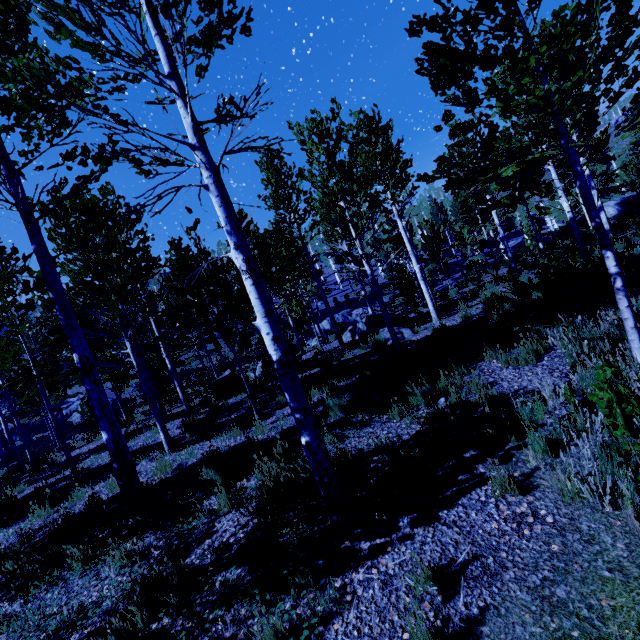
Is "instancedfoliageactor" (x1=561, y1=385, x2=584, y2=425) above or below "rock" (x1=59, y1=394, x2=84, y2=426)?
below

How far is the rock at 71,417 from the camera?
31.4 meters

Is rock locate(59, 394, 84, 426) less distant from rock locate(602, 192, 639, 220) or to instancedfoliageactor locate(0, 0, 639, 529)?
instancedfoliageactor locate(0, 0, 639, 529)

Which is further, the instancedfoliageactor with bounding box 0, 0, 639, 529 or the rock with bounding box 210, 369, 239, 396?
the rock with bounding box 210, 369, 239, 396

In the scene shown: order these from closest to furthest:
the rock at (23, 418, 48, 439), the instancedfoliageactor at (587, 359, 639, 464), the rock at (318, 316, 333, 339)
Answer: the instancedfoliageactor at (587, 359, 639, 464)
the rock at (318, 316, 333, 339)
the rock at (23, 418, 48, 439)

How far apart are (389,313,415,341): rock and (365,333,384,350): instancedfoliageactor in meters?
0.1 m

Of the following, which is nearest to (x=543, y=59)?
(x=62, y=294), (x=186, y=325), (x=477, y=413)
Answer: (x=477, y=413)

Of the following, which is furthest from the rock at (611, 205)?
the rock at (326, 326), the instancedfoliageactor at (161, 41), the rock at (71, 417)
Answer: the rock at (71, 417)
